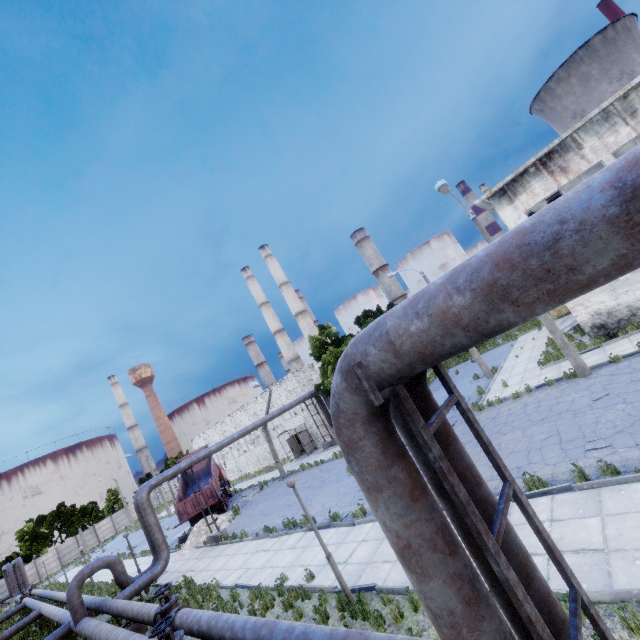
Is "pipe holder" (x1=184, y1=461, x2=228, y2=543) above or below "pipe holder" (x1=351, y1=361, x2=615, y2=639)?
below

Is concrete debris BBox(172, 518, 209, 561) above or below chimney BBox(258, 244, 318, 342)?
below

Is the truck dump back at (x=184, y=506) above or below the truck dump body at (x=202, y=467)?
below

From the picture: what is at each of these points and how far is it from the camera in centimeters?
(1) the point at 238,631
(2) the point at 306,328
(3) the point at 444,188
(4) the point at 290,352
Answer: (1) pipe, 741cm
(2) chimney, 5588cm
(3) lamp post, 1402cm
(4) chimney, 5972cm

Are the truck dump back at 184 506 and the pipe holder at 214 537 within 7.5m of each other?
yes

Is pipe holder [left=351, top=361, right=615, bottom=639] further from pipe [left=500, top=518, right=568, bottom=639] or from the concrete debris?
the concrete debris

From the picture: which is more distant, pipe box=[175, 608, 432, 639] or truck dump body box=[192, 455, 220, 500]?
truck dump body box=[192, 455, 220, 500]
